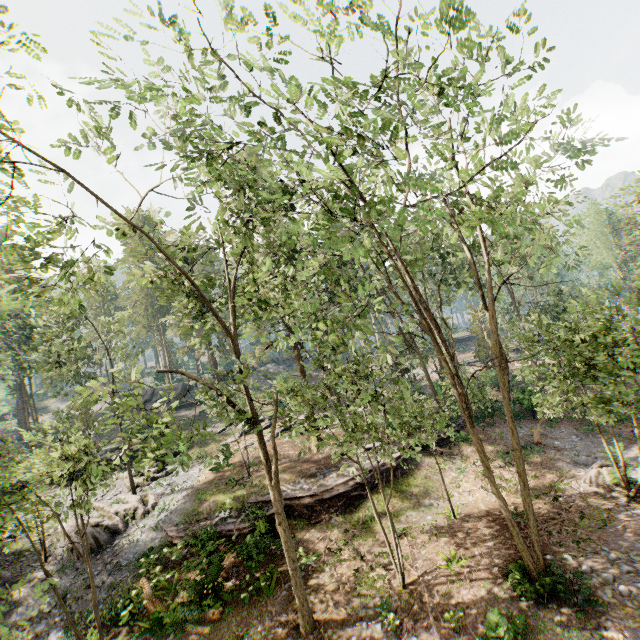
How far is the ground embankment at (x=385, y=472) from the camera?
20.7m

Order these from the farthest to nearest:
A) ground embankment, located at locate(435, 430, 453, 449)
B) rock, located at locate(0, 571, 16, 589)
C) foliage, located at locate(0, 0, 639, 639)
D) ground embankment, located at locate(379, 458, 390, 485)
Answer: ground embankment, located at locate(435, 430, 453, 449), ground embankment, located at locate(379, 458, 390, 485), rock, located at locate(0, 571, 16, 589), foliage, located at locate(0, 0, 639, 639)

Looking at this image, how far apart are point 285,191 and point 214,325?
28.2m

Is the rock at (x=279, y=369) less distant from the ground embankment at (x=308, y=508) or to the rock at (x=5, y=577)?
the rock at (x=5, y=577)

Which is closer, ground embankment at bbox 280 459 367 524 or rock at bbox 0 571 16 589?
rock at bbox 0 571 16 589

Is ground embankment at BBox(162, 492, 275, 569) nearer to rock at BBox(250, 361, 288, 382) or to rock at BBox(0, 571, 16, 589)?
rock at BBox(0, 571, 16, 589)

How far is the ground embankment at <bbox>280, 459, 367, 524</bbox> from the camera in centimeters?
1884cm
